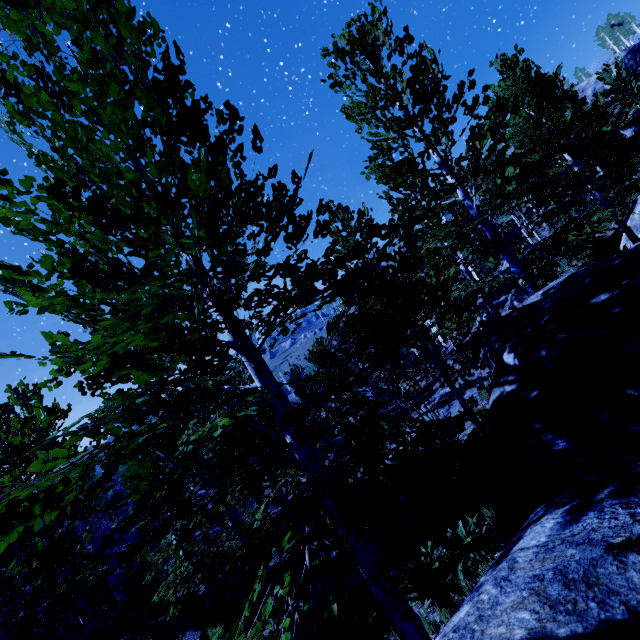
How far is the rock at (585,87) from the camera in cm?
3712

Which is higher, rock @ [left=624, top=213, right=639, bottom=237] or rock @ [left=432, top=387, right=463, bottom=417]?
rock @ [left=624, top=213, right=639, bottom=237]

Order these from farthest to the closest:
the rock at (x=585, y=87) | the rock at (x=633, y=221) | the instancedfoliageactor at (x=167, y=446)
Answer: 1. the rock at (x=585, y=87)
2. the rock at (x=633, y=221)
3. the instancedfoliageactor at (x=167, y=446)

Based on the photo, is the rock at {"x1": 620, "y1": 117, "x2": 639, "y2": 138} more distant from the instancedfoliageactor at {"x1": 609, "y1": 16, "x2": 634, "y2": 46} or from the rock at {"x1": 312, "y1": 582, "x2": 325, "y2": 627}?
the rock at {"x1": 312, "y1": 582, "x2": 325, "y2": 627}

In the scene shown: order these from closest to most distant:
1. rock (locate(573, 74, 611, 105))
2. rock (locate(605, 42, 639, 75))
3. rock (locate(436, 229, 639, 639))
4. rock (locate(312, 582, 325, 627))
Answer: rock (locate(436, 229, 639, 639)) < rock (locate(312, 582, 325, 627)) < rock (locate(605, 42, 639, 75)) < rock (locate(573, 74, 611, 105))

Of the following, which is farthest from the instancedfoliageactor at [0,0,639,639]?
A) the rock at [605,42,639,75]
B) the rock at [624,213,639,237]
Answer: the rock at [605,42,639,75]

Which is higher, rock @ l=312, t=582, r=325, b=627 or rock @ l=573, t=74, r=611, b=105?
rock @ l=573, t=74, r=611, b=105

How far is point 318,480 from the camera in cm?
328
